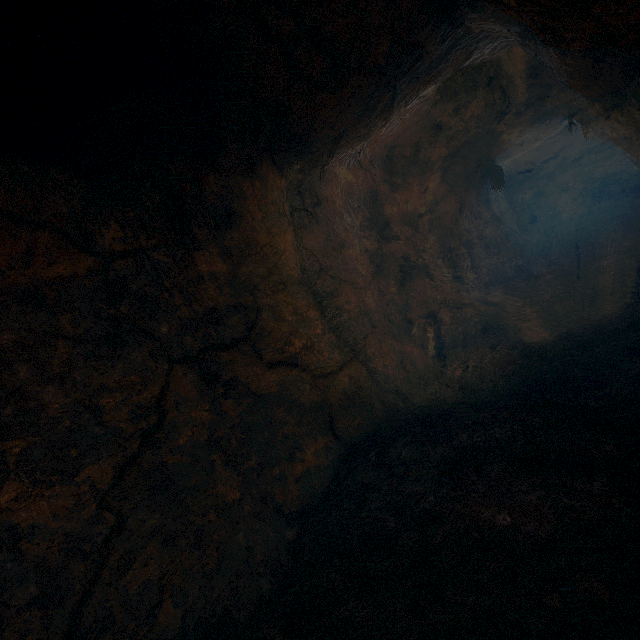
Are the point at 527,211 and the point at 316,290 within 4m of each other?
no
